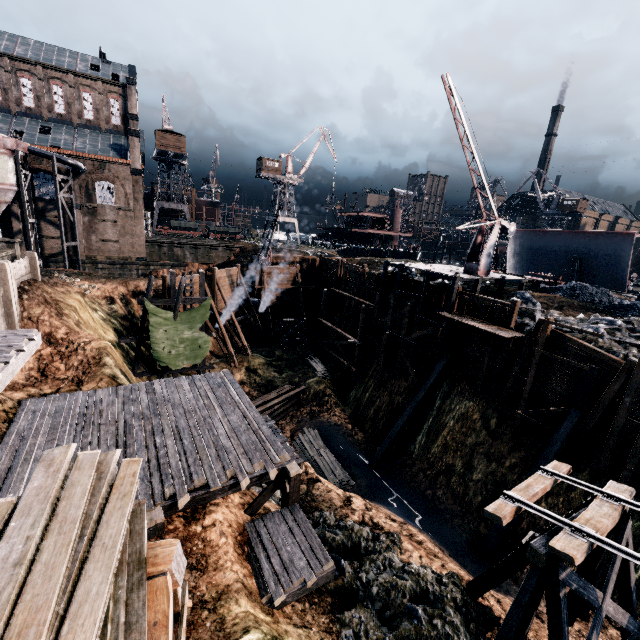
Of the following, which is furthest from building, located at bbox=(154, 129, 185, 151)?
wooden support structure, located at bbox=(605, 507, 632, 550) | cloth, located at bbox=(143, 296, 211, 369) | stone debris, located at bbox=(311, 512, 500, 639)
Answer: wooden support structure, located at bbox=(605, 507, 632, 550)

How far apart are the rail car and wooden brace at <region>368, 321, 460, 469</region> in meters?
50.7 m

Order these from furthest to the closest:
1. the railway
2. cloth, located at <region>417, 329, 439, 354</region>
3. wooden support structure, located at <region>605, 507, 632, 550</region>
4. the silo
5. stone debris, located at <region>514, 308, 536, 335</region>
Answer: the silo, cloth, located at <region>417, 329, 439, 354</region>, stone debris, located at <region>514, 308, 536, 335</region>, wooden support structure, located at <region>605, 507, 632, 550</region>, the railway

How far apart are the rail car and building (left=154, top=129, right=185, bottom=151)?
12.8m

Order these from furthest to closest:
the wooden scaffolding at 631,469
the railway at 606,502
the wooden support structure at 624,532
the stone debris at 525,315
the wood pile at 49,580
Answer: the stone debris at 525,315, the wooden scaffolding at 631,469, the wooden support structure at 624,532, the railway at 606,502, the wood pile at 49,580

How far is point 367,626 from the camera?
10.05m

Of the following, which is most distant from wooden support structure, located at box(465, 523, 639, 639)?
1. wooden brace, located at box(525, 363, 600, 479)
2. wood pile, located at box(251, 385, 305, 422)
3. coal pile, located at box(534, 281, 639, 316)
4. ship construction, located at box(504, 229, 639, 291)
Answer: ship construction, located at box(504, 229, 639, 291)

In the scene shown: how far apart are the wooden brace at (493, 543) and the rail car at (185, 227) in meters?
59.3
